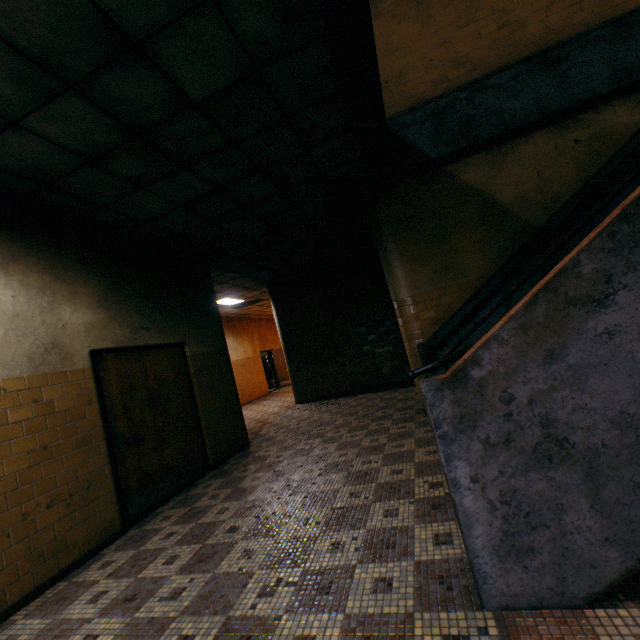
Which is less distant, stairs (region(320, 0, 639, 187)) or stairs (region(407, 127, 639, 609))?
stairs (region(407, 127, 639, 609))

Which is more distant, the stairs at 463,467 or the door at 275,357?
the door at 275,357

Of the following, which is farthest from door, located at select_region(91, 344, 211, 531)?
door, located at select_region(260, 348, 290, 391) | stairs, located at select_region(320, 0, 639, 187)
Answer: door, located at select_region(260, 348, 290, 391)

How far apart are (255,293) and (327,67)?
8.87m

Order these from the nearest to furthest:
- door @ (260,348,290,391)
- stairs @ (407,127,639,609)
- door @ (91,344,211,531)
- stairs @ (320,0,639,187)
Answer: stairs @ (407,127,639,609), stairs @ (320,0,639,187), door @ (91,344,211,531), door @ (260,348,290,391)

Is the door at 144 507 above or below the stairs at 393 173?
below

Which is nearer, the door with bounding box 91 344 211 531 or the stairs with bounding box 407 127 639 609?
the stairs with bounding box 407 127 639 609

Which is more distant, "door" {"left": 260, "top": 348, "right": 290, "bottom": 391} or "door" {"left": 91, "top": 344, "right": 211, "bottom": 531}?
"door" {"left": 260, "top": 348, "right": 290, "bottom": 391}
